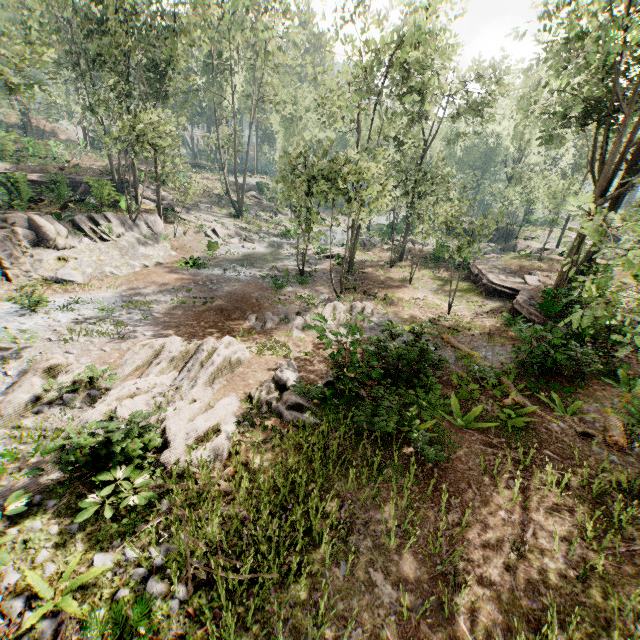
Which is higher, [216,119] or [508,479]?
[216,119]

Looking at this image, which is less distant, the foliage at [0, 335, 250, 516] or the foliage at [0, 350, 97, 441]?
the foliage at [0, 335, 250, 516]

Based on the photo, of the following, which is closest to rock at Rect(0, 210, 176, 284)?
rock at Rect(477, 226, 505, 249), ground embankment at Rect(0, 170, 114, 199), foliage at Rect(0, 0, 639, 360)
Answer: foliage at Rect(0, 0, 639, 360)

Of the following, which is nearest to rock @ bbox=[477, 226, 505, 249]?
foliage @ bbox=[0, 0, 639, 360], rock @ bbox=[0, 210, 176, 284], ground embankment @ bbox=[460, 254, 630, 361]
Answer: foliage @ bbox=[0, 0, 639, 360]

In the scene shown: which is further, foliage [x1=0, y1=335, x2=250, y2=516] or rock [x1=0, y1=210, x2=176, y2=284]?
rock [x1=0, y1=210, x2=176, y2=284]

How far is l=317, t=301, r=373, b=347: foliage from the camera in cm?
1035

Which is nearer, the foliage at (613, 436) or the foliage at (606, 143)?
the foliage at (613, 436)

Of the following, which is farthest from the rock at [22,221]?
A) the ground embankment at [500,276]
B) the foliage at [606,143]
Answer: the ground embankment at [500,276]
